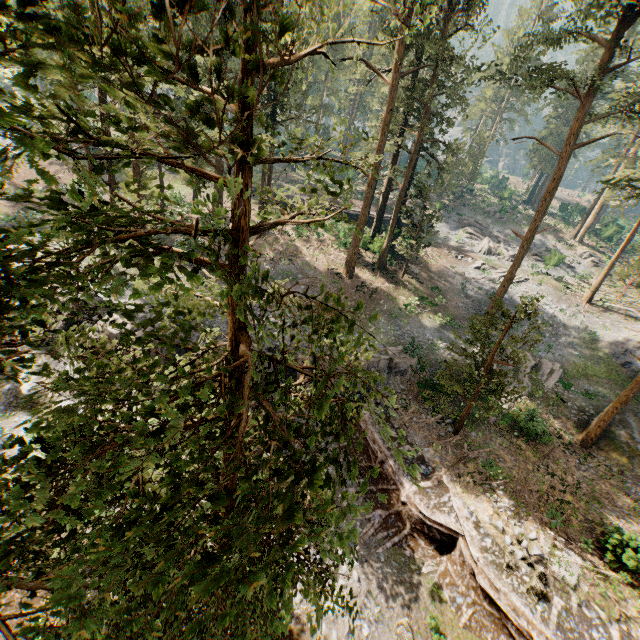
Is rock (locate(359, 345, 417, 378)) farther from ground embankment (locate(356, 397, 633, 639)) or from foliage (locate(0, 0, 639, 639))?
foliage (locate(0, 0, 639, 639))

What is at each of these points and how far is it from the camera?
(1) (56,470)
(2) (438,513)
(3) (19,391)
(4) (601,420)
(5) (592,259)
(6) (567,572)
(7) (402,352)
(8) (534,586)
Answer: (1) foliage, 4.5 meters
(2) ground embankment, 15.7 meters
(3) rock, 17.9 meters
(4) foliage, 20.2 meters
(5) foliage, 45.1 meters
(6) foliage, 14.1 meters
(7) rock, 23.4 meters
(8) foliage, 13.2 meters

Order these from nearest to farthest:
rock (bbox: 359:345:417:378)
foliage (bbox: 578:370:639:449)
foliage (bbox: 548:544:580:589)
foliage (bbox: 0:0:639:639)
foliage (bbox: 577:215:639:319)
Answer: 1. foliage (bbox: 0:0:639:639)
2. foliage (bbox: 548:544:580:589)
3. foliage (bbox: 578:370:639:449)
4. rock (bbox: 359:345:417:378)
5. foliage (bbox: 577:215:639:319)

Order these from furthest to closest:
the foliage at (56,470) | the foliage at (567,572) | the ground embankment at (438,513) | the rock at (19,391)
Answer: the rock at (19,391), the foliage at (567,572), the ground embankment at (438,513), the foliage at (56,470)

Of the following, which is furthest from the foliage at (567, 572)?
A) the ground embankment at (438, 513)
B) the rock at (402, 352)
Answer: the rock at (402, 352)

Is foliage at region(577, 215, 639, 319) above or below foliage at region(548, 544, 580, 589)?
above

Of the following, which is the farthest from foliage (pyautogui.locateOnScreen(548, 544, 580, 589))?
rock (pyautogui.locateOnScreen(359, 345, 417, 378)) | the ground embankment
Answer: rock (pyautogui.locateOnScreen(359, 345, 417, 378))
